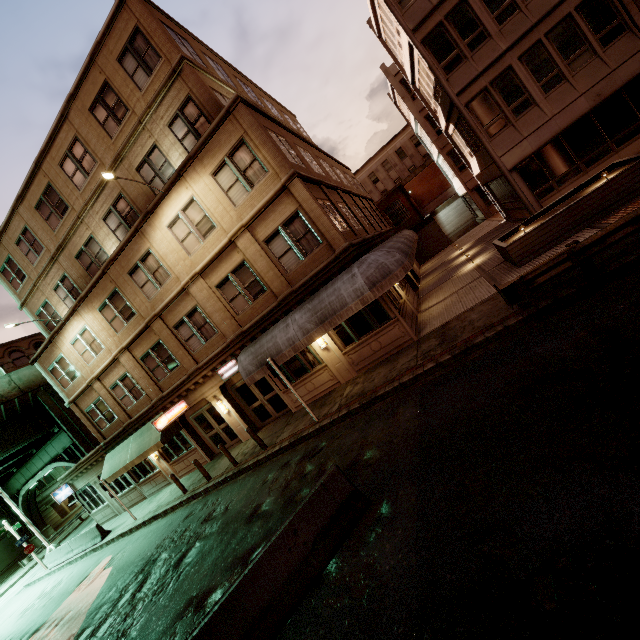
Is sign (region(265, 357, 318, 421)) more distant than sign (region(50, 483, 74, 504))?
No

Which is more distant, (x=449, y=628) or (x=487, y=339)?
(x=487, y=339)

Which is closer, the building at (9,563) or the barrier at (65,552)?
the barrier at (65,552)

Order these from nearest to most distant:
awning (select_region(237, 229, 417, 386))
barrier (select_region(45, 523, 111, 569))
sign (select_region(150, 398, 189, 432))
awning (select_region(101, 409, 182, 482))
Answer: awning (select_region(237, 229, 417, 386))
sign (select_region(150, 398, 189, 432))
awning (select_region(101, 409, 182, 482))
barrier (select_region(45, 523, 111, 569))

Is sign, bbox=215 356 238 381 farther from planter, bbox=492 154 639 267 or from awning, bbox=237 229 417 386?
planter, bbox=492 154 639 267

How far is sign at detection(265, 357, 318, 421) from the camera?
12.2m

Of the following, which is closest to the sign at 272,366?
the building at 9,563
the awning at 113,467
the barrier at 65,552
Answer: the awning at 113,467

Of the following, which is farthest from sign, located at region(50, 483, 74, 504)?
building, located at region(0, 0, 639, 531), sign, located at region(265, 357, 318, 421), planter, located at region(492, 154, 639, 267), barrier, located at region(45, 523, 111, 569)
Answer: planter, located at region(492, 154, 639, 267)
